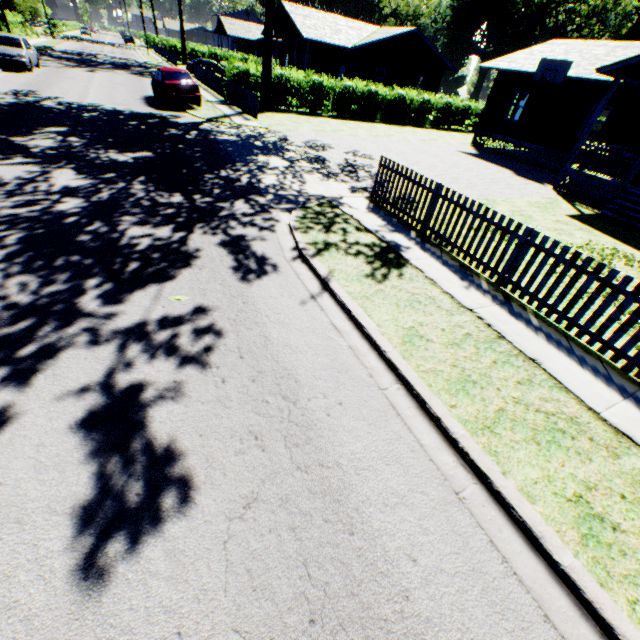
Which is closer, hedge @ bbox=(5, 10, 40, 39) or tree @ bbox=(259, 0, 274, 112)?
tree @ bbox=(259, 0, 274, 112)

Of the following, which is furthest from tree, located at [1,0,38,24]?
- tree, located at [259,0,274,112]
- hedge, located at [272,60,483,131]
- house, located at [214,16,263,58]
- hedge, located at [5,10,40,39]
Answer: tree, located at [259,0,274,112]

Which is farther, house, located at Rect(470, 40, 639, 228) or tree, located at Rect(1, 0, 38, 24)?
tree, located at Rect(1, 0, 38, 24)

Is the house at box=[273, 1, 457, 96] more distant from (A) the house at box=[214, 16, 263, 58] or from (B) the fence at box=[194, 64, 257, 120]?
(A) the house at box=[214, 16, 263, 58]

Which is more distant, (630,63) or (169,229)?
(630,63)

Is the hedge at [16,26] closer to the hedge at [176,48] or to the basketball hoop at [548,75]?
the hedge at [176,48]

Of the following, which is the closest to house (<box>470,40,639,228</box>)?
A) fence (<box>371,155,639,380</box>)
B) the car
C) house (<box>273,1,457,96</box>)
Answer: fence (<box>371,155,639,380</box>)

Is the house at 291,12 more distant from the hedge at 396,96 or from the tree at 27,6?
the tree at 27,6
